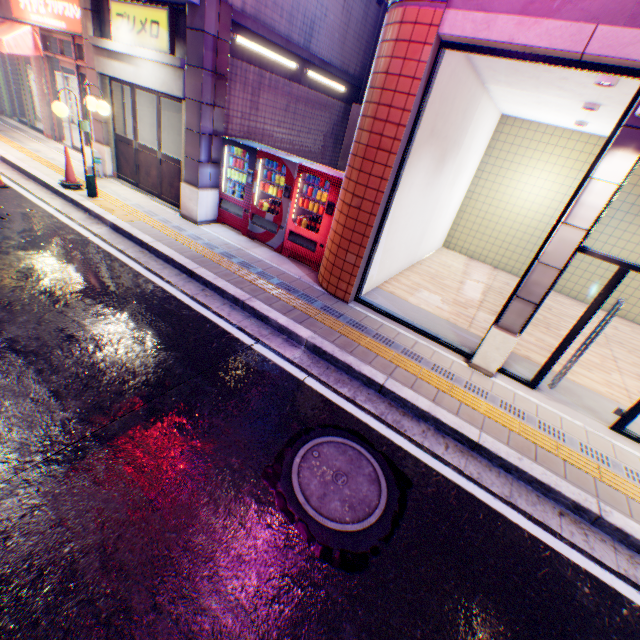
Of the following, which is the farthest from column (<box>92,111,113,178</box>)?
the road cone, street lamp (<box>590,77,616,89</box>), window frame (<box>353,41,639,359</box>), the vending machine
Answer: street lamp (<box>590,77,616,89</box>)

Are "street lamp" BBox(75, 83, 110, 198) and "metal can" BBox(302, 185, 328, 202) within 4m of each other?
no

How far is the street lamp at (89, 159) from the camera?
7.0m

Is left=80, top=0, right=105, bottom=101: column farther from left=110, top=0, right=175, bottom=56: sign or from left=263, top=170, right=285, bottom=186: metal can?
left=263, top=170, right=285, bottom=186: metal can

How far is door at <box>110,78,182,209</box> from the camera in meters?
8.1 m

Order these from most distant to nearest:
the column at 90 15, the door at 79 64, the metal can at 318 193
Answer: the door at 79 64 < the column at 90 15 < the metal can at 318 193

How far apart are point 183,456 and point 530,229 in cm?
1190

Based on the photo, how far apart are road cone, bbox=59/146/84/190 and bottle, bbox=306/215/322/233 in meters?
6.0 m
